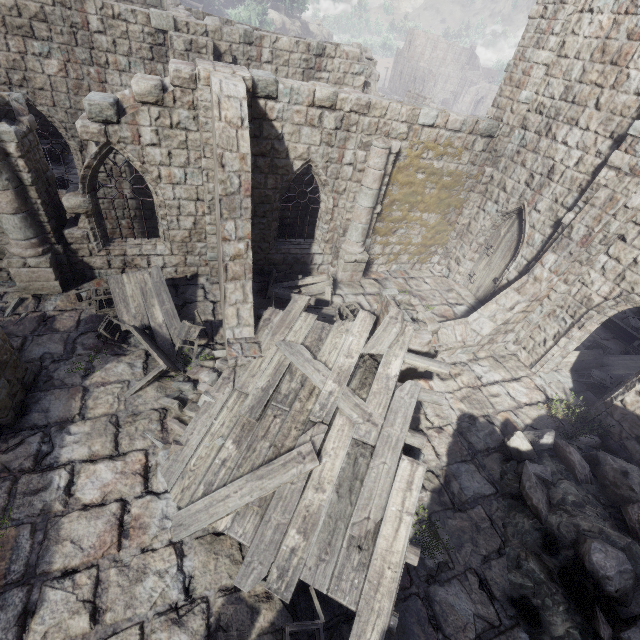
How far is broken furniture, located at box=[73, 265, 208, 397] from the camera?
8.3 meters

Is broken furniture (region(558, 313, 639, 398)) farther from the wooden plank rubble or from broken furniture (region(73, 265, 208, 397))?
broken furniture (region(73, 265, 208, 397))

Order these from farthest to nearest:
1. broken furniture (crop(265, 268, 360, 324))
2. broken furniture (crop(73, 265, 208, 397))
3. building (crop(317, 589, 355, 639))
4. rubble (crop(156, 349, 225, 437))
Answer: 1. broken furniture (crop(265, 268, 360, 324))
2. broken furniture (crop(73, 265, 208, 397))
3. rubble (crop(156, 349, 225, 437))
4. building (crop(317, 589, 355, 639))

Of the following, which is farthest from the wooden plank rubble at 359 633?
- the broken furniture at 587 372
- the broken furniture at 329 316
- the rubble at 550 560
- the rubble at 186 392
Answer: the broken furniture at 587 372

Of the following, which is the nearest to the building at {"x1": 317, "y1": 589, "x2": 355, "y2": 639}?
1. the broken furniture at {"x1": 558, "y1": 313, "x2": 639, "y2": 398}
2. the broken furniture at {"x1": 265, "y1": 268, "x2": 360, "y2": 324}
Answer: the broken furniture at {"x1": 265, "y1": 268, "x2": 360, "y2": 324}

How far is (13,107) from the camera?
7.7m

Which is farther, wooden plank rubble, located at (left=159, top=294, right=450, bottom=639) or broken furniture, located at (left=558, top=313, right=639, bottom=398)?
broken furniture, located at (left=558, top=313, right=639, bottom=398)

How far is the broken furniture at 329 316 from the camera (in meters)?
10.52
